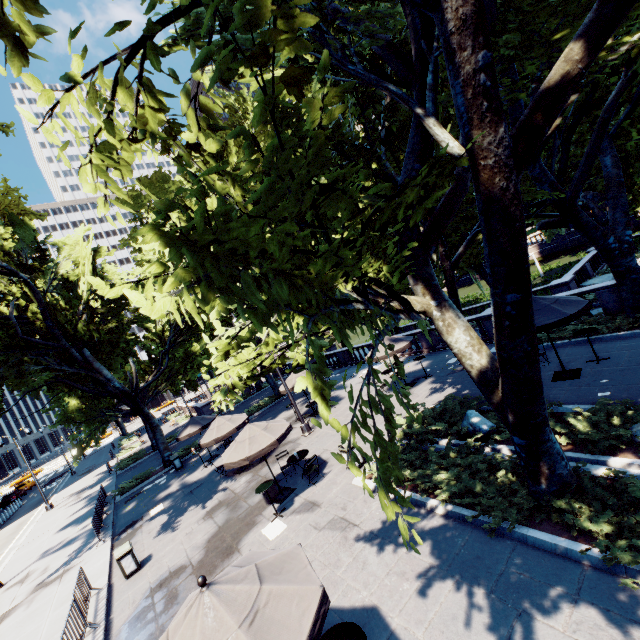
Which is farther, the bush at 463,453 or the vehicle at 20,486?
the vehicle at 20,486

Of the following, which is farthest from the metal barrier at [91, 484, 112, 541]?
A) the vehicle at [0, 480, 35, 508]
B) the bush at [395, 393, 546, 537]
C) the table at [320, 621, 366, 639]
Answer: the vehicle at [0, 480, 35, 508]

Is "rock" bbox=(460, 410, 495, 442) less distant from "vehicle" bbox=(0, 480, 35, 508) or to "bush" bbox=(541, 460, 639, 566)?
"bush" bbox=(541, 460, 639, 566)

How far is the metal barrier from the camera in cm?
1520

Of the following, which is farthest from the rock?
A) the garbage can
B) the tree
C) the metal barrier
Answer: the metal barrier

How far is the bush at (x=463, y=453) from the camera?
6.76m

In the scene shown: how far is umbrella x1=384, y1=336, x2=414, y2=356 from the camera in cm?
→ 1592

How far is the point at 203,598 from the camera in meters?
4.2 m
